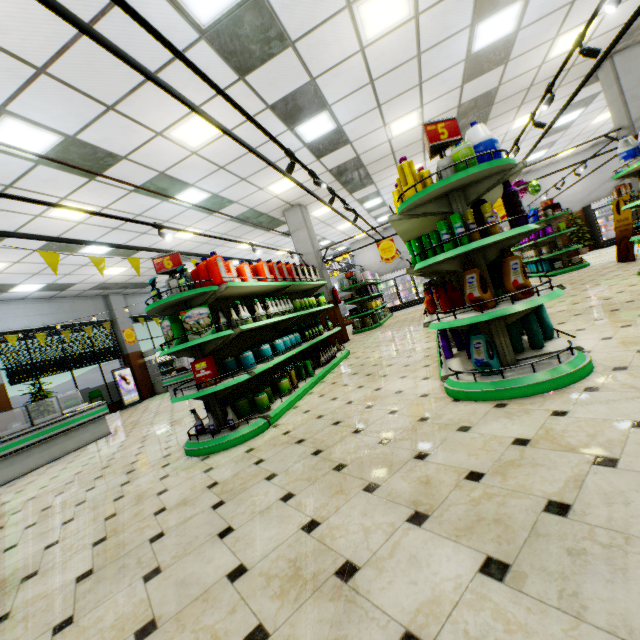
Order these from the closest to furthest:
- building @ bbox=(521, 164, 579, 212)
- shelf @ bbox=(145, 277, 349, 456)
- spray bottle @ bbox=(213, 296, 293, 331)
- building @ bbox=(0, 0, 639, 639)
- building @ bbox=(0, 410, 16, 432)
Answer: building @ bbox=(0, 0, 639, 639) → shelf @ bbox=(145, 277, 349, 456) → spray bottle @ bbox=(213, 296, 293, 331) → building @ bbox=(0, 410, 16, 432) → building @ bbox=(521, 164, 579, 212)

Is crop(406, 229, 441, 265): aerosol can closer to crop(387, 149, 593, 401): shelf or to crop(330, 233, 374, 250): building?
crop(387, 149, 593, 401): shelf

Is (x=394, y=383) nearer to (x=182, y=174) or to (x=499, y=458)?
(x=499, y=458)

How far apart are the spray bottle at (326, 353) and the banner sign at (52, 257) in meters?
3.5 m

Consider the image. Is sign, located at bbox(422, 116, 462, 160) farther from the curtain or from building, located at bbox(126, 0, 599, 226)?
the curtain

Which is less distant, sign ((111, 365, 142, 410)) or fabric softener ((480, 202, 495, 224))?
fabric softener ((480, 202, 495, 224))

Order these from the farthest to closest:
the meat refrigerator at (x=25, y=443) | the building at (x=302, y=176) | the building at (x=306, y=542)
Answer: the building at (x=302, y=176)
the meat refrigerator at (x=25, y=443)
the building at (x=306, y=542)

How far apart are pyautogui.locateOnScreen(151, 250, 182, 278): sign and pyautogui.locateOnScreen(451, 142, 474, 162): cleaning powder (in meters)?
3.33
